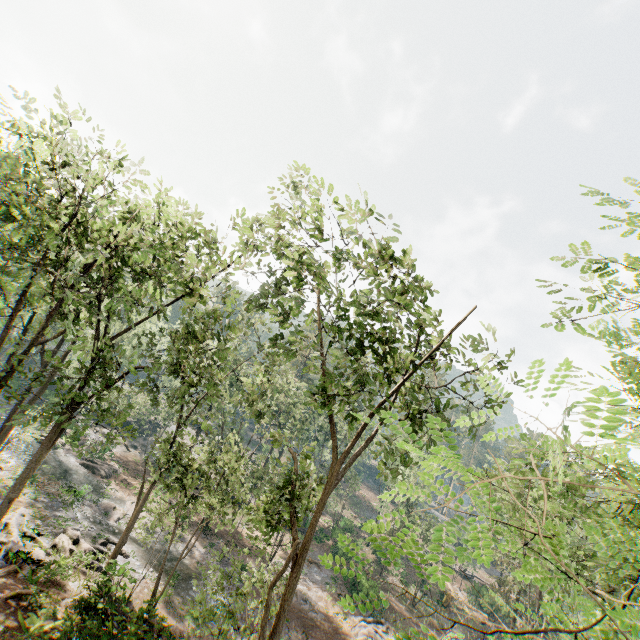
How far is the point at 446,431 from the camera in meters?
3.1 m

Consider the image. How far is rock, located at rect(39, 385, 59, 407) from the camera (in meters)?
45.50

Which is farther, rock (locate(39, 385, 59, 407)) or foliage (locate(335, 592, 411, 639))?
rock (locate(39, 385, 59, 407))

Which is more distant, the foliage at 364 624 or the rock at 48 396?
the rock at 48 396

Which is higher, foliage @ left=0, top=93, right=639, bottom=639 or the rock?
foliage @ left=0, top=93, right=639, bottom=639

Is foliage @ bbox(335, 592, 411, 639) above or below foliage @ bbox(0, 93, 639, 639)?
below
